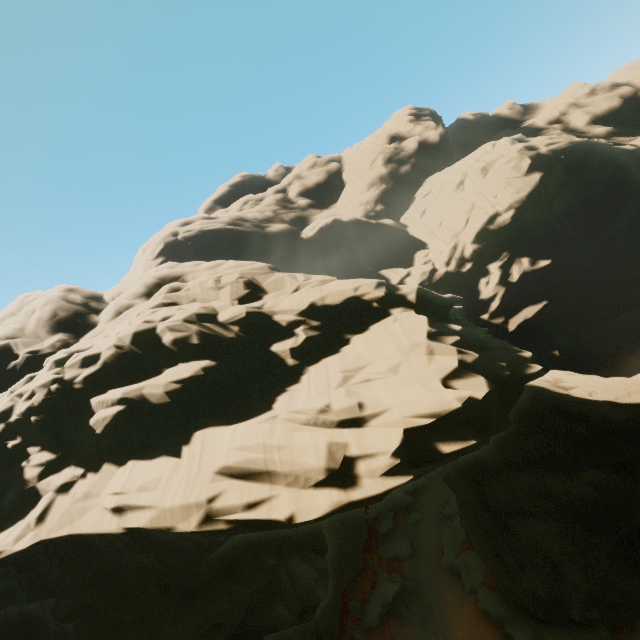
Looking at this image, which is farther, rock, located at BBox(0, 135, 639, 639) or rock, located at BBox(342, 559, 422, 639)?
rock, located at BBox(342, 559, 422, 639)

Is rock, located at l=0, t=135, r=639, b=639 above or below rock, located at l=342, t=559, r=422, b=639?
above

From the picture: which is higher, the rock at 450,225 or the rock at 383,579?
the rock at 450,225

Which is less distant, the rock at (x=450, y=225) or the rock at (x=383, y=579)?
the rock at (x=450, y=225)

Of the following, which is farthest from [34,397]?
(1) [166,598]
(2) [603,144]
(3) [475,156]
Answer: (2) [603,144]
